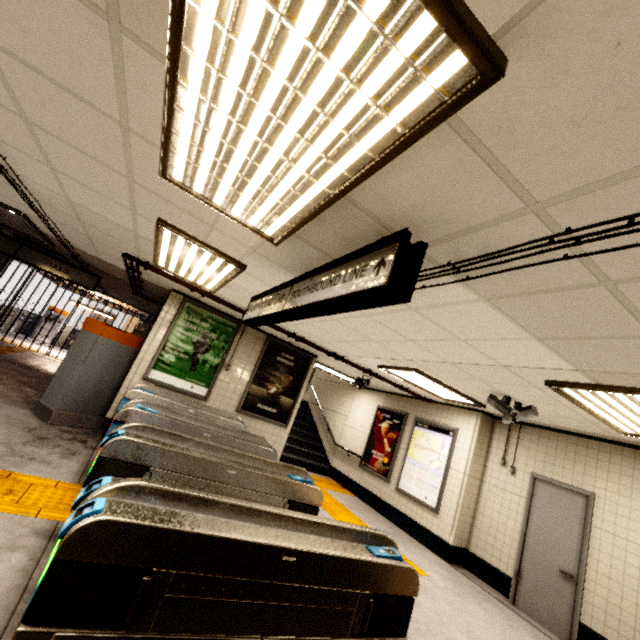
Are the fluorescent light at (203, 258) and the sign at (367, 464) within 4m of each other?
no

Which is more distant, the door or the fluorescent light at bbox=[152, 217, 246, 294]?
the door

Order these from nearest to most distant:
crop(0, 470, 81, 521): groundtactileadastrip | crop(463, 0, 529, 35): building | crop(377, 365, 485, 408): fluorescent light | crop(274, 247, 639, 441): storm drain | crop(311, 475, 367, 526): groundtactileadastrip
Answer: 1. crop(463, 0, 529, 35): building
2. crop(274, 247, 639, 441): storm drain
3. crop(0, 470, 81, 521): groundtactileadastrip
4. crop(377, 365, 485, 408): fluorescent light
5. crop(311, 475, 367, 526): groundtactileadastrip

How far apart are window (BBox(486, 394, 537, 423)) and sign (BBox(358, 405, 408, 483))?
3.48m

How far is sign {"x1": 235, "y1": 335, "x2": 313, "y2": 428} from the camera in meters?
7.1

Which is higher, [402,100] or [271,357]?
[402,100]

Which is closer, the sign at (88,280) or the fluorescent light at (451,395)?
the fluorescent light at (451,395)

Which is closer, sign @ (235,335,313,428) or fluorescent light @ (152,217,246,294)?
fluorescent light @ (152,217,246,294)
